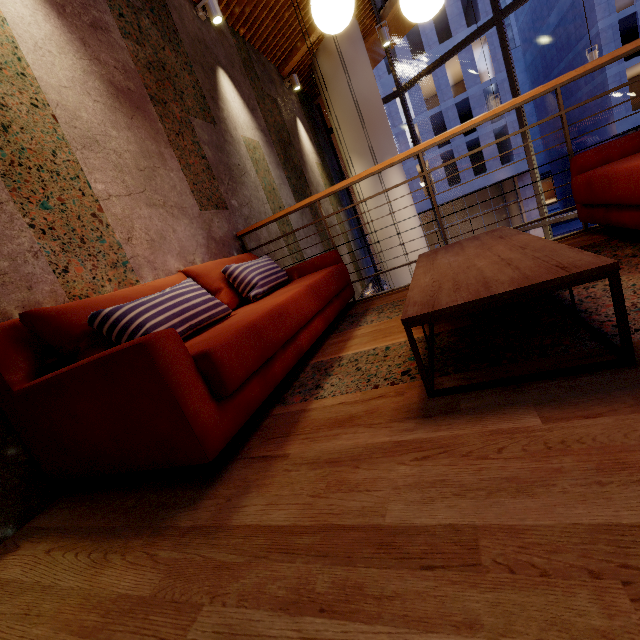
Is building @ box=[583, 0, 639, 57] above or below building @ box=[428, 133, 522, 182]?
above

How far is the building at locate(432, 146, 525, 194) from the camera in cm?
2497

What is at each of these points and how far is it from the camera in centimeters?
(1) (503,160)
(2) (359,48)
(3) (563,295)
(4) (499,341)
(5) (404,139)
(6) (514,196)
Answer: (1) building, 2877cm
(2) column, 655cm
(3) building, 158cm
(4) building, 138cm
(5) building, 2697cm
(6) building, 2869cm

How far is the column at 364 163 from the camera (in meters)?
6.53

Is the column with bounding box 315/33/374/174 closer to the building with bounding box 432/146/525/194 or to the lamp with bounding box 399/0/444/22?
the lamp with bounding box 399/0/444/22

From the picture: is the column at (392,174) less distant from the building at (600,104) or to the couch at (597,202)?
the couch at (597,202)

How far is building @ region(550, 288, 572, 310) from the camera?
1.46m
